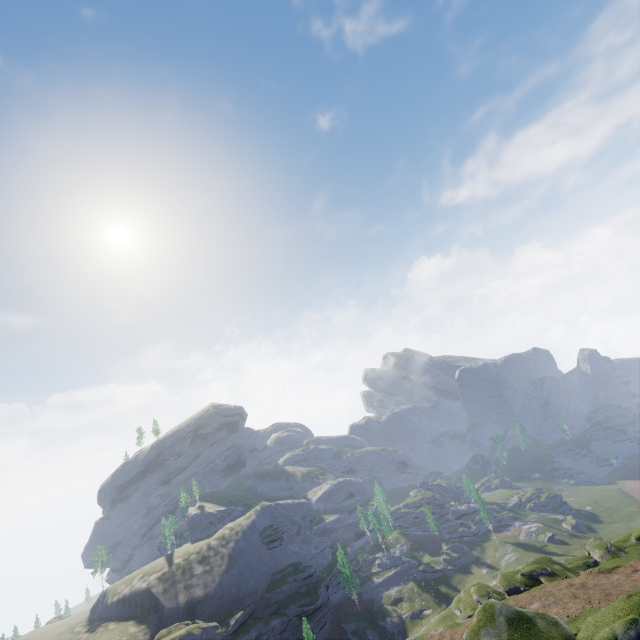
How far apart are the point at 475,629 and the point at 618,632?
11.3m
